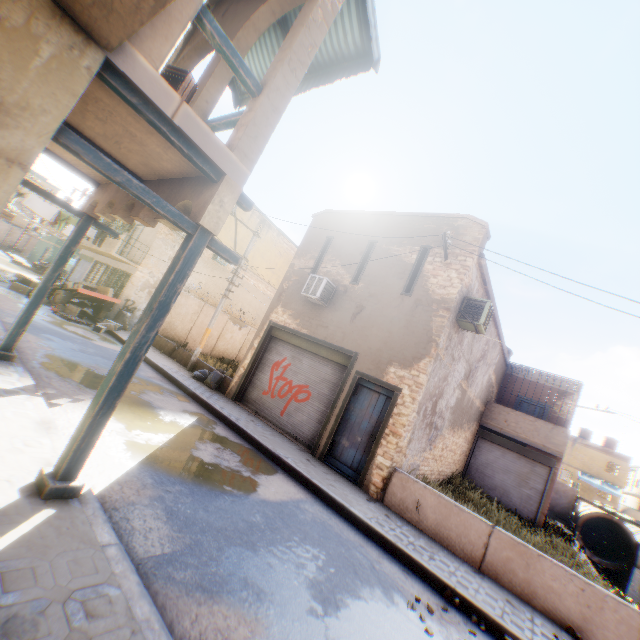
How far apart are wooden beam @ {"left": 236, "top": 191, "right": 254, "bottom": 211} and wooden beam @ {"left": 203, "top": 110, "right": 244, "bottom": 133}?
1.1m

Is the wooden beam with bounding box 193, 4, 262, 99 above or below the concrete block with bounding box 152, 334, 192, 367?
above

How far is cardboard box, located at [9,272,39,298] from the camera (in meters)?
15.20

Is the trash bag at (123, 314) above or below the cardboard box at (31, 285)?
above

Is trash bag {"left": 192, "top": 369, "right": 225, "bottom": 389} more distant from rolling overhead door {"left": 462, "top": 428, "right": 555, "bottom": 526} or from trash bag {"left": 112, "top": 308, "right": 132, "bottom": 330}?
trash bag {"left": 112, "top": 308, "right": 132, "bottom": 330}

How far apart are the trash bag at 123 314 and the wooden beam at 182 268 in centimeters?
1519cm

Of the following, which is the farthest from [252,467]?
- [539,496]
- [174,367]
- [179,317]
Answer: [539,496]

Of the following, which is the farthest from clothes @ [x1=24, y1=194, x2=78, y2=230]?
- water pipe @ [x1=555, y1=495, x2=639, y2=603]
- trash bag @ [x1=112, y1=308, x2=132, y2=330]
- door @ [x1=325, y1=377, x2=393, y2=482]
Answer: water pipe @ [x1=555, y1=495, x2=639, y2=603]
